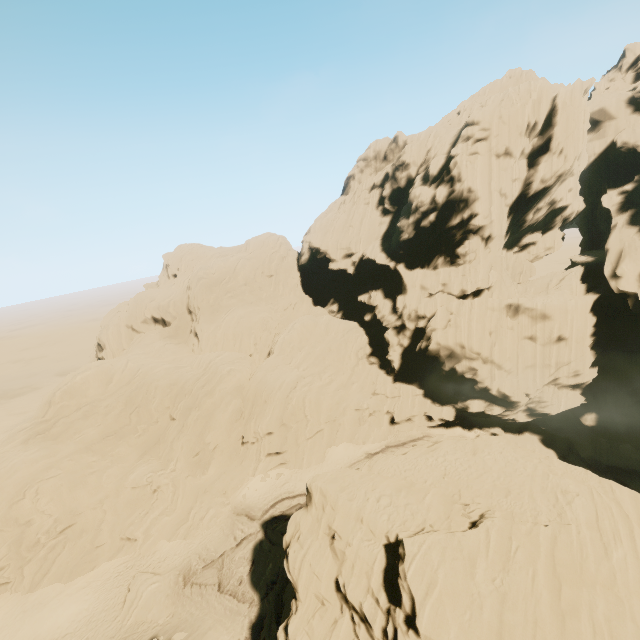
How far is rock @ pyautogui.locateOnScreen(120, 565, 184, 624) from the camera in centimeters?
2566cm

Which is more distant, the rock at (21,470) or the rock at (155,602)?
the rock at (155,602)

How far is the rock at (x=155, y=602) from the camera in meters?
25.7 m

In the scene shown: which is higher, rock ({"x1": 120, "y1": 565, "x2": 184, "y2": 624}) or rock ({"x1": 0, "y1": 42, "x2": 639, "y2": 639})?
rock ({"x1": 0, "y1": 42, "x2": 639, "y2": 639})

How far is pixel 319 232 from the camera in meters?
56.5 m

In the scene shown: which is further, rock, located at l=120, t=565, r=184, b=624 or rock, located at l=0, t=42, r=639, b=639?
rock, located at l=120, t=565, r=184, b=624
